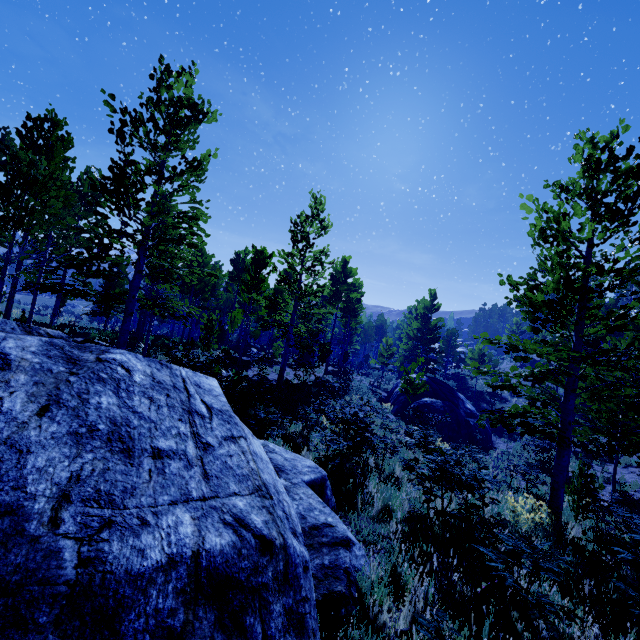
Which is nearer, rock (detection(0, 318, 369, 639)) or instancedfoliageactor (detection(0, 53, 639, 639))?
rock (detection(0, 318, 369, 639))

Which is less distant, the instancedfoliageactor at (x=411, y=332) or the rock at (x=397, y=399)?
the instancedfoliageactor at (x=411, y=332)

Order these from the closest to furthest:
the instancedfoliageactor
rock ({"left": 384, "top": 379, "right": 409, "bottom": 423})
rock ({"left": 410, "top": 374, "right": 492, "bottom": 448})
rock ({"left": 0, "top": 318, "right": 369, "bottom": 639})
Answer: rock ({"left": 0, "top": 318, "right": 369, "bottom": 639}), the instancedfoliageactor, rock ({"left": 410, "top": 374, "right": 492, "bottom": 448}), rock ({"left": 384, "top": 379, "right": 409, "bottom": 423})

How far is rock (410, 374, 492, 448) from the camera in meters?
20.0

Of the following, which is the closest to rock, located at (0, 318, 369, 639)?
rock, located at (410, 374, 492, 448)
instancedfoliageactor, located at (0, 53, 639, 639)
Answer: instancedfoliageactor, located at (0, 53, 639, 639)

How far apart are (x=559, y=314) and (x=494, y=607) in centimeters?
632cm

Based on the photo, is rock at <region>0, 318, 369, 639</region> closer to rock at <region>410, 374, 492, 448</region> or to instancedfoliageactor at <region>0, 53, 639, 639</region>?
instancedfoliageactor at <region>0, 53, 639, 639</region>

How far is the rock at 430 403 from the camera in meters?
20.0 m
